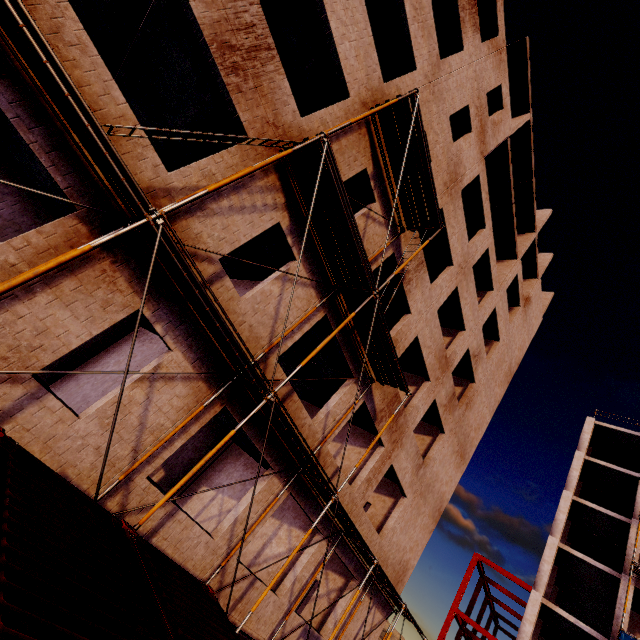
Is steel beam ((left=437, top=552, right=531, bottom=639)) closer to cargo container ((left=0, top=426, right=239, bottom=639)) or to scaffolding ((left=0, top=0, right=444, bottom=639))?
scaffolding ((left=0, top=0, right=444, bottom=639))

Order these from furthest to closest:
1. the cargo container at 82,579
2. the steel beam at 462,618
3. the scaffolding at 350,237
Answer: the steel beam at 462,618, the scaffolding at 350,237, the cargo container at 82,579

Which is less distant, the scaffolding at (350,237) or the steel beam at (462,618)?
the scaffolding at (350,237)

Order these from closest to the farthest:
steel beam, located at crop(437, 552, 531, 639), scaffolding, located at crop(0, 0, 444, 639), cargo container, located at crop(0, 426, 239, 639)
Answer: cargo container, located at crop(0, 426, 239, 639)
scaffolding, located at crop(0, 0, 444, 639)
steel beam, located at crop(437, 552, 531, 639)

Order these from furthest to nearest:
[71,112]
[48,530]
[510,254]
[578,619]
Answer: [578,619], [510,254], [71,112], [48,530]

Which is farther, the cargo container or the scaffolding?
the scaffolding
